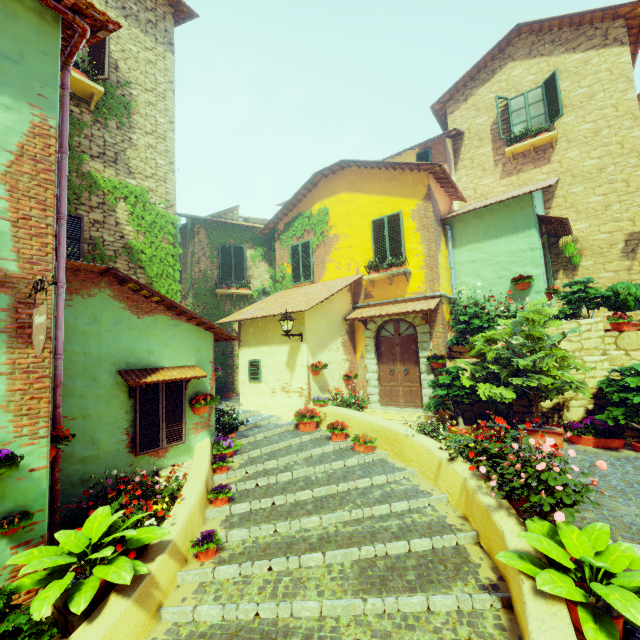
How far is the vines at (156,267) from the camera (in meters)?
7.23

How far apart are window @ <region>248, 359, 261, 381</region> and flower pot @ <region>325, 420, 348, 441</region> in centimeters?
299cm

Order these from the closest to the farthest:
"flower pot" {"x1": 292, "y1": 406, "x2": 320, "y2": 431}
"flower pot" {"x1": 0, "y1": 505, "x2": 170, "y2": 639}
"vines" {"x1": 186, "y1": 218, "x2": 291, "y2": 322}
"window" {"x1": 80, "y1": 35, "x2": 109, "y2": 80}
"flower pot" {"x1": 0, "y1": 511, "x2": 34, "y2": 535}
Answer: "flower pot" {"x1": 0, "y1": 505, "x2": 170, "y2": 639}, "flower pot" {"x1": 0, "y1": 511, "x2": 34, "y2": 535}, "window" {"x1": 80, "y1": 35, "x2": 109, "y2": 80}, "flower pot" {"x1": 292, "y1": 406, "x2": 320, "y2": 431}, "vines" {"x1": 186, "y1": 218, "x2": 291, "y2": 322}

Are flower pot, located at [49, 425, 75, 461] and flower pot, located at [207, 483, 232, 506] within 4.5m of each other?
yes

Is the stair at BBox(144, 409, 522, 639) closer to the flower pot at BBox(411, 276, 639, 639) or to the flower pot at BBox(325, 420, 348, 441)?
the flower pot at BBox(325, 420, 348, 441)

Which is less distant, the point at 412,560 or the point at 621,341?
the point at 412,560

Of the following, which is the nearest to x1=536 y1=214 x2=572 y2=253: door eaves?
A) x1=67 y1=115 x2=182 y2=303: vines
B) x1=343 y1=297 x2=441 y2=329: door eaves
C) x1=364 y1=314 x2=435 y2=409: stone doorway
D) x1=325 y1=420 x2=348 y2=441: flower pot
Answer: x1=343 y1=297 x2=441 y2=329: door eaves

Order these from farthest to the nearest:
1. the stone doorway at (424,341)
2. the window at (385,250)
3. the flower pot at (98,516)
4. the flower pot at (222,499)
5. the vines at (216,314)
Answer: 1. the vines at (216,314)
2. the window at (385,250)
3. the stone doorway at (424,341)
4. the flower pot at (222,499)
5. the flower pot at (98,516)
